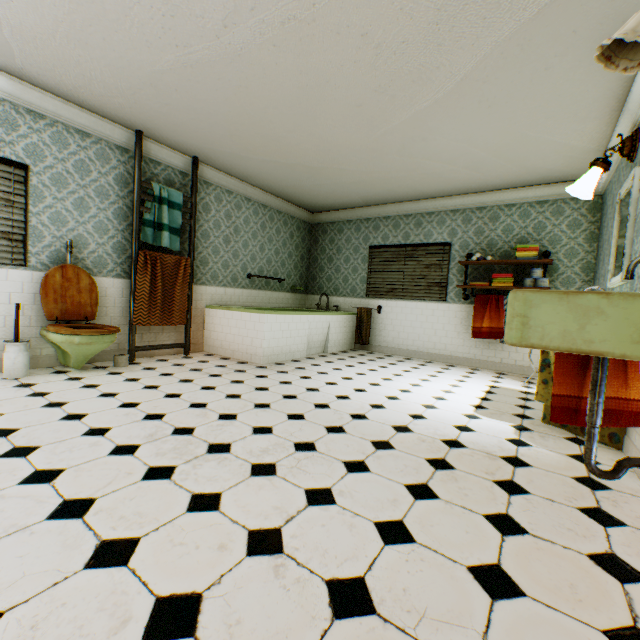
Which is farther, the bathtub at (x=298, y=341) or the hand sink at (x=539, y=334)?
the bathtub at (x=298, y=341)

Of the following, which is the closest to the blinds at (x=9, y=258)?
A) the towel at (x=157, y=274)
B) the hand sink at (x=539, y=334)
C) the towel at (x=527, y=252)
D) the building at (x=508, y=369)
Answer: the building at (x=508, y=369)

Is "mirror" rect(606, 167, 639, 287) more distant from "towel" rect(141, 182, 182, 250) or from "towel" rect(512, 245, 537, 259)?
"towel" rect(141, 182, 182, 250)

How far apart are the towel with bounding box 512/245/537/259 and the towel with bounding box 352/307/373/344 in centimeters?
267cm

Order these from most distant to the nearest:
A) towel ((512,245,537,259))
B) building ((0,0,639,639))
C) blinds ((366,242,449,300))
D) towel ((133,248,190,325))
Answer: blinds ((366,242,449,300)), towel ((512,245,537,259)), towel ((133,248,190,325)), building ((0,0,639,639))

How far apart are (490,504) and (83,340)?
3.9 meters

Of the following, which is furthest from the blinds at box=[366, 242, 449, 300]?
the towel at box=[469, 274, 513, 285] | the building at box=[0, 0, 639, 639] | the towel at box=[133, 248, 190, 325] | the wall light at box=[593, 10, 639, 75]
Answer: the wall light at box=[593, 10, 639, 75]

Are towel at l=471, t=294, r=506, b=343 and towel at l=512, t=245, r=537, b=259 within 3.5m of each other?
yes
